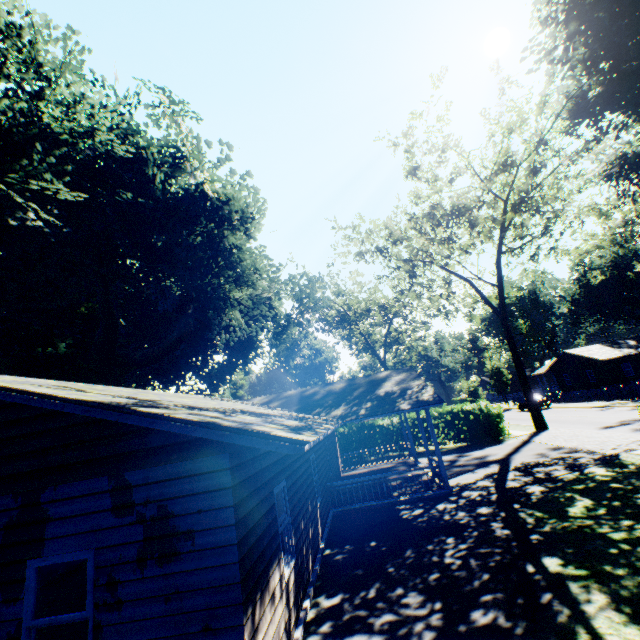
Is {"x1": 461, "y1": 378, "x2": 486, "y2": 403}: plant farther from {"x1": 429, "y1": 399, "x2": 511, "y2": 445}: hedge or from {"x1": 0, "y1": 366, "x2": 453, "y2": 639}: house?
{"x1": 429, "y1": 399, "x2": 511, "y2": 445}: hedge

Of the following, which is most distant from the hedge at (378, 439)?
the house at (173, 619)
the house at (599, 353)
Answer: the house at (599, 353)

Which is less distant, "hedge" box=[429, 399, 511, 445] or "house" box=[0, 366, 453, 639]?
"house" box=[0, 366, 453, 639]

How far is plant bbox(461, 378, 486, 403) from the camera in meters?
35.2 m

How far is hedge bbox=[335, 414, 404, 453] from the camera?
25.7 meters

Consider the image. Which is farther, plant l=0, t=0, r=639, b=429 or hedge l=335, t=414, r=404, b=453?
hedge l=335, t=414, r=404, b=453

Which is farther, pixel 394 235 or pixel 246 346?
pixel 246 346

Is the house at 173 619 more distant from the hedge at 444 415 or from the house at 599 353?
the house at 599 353
